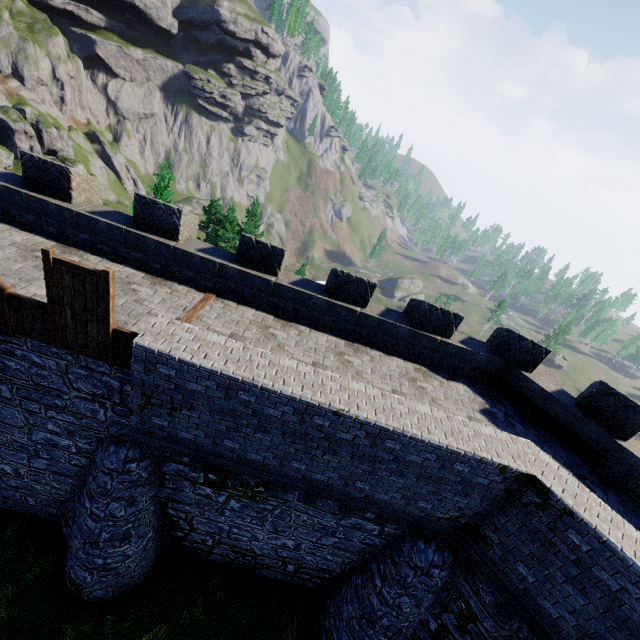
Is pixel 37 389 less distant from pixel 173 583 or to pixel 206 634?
pixel 173 583

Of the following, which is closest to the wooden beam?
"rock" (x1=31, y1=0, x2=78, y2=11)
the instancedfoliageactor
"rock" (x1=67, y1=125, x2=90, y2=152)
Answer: the instancedfoliageactor

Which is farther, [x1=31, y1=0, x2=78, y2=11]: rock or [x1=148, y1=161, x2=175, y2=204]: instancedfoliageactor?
[x1=31, y1=0, x2=78, y2=11]: rock

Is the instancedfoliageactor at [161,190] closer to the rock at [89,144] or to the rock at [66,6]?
the rock at [89,144]

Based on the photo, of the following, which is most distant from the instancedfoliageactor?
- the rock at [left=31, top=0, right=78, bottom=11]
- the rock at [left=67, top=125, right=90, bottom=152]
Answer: the rock at [left=31, top=0, right=78, bottom=11]

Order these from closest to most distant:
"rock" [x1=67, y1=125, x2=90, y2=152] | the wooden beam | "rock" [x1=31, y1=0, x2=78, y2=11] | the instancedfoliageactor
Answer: Result: the wooden beam, the instancedfoliageactor, "rock" [x1=67, y1=125, x2=90, y2=152], "rock" [x1=31, y1=0, x2=78, y2=11]

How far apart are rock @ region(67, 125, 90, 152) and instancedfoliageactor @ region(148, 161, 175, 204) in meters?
59.6

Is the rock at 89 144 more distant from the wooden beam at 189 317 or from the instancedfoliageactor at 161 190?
the wooden beam at 189 317
